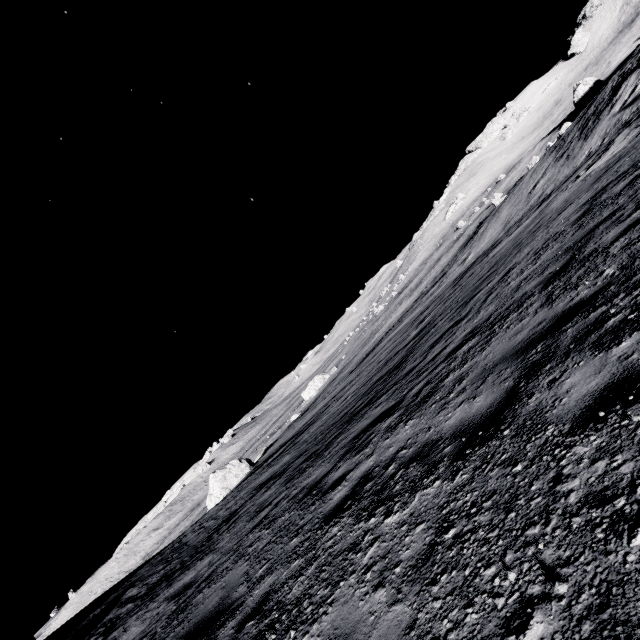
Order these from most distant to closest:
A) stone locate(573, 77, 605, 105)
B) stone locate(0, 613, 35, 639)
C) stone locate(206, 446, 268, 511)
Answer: stone locate(573, 77, 605, 105) → stone locate(206, 446, 268, 511) → stone locate(0, 613, 35, 639)

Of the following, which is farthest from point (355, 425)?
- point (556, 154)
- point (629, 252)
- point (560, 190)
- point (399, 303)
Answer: point (399, 303)

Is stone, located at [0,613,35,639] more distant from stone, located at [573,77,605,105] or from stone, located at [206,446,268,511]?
stone, located at [573,77,605,105]

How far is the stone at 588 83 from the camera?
56.8 meters

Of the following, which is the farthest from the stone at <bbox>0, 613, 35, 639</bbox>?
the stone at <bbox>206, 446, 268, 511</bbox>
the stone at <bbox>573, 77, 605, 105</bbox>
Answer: the stone at <bbox>573, 77, 605, 105</bbox>

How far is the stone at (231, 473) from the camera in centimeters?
3247cm
